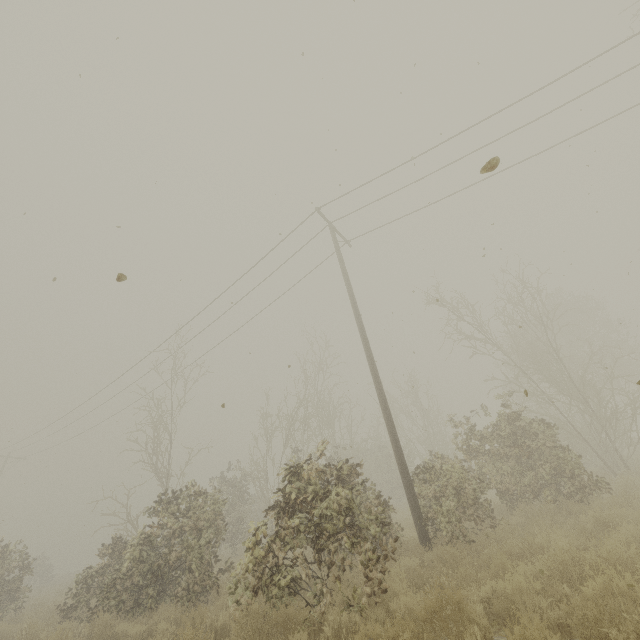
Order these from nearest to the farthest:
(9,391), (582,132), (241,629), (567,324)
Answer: (241,629) → (582,132) → (567,324) → (9,391)

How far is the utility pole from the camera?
8.25m

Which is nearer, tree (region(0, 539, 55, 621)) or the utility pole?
the utility pole

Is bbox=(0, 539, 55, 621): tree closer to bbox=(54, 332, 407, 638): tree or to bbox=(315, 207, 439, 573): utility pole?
bbox=(54, 332, 407, 638): tree

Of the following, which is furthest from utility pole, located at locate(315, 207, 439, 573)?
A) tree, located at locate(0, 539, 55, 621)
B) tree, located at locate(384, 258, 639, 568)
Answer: tree, located at locate(0, 539, 55, 621)

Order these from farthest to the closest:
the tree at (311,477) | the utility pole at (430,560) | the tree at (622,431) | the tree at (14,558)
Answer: the tree at (14,558), the tree at (622,431), the utility pole at (430,560), the tree at (311,477)

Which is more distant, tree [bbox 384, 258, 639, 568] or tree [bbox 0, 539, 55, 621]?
tree [bbox 0, 539, 55, 621]

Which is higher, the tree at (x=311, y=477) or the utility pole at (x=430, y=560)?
the tree at (x=311, y=477)
